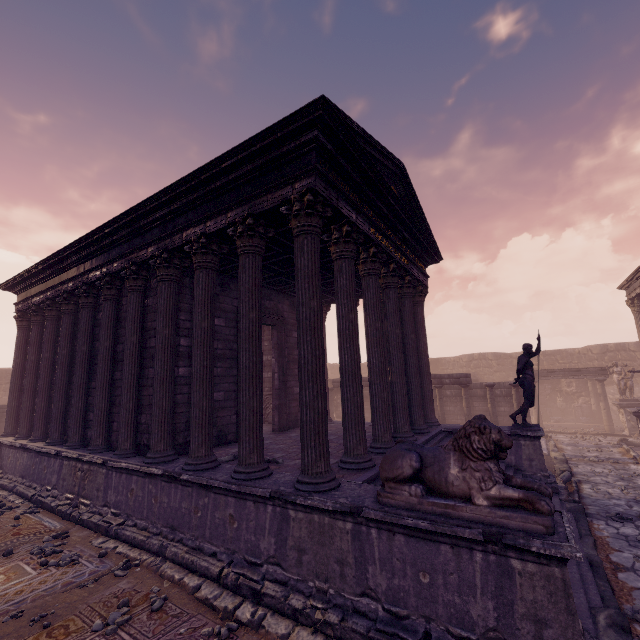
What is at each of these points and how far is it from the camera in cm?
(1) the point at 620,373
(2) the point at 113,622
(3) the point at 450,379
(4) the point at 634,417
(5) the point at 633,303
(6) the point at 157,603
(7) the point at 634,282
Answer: (1) sculpture, 1762
(2) stone, 446
(3) entablature, 1581
(4) relief sculpture, 1694
(5) column, 1767
(6) stone, 480
(7) entablature, 1681

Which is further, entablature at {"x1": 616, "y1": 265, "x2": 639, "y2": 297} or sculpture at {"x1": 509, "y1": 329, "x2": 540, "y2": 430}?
entablature at {"x1": 616, "y1": 265, "x2": 639, "y2": 297}

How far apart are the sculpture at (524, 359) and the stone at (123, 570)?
9.7 meters

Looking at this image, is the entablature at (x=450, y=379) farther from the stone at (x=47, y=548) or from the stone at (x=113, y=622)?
the stone at (x=113, y=622)

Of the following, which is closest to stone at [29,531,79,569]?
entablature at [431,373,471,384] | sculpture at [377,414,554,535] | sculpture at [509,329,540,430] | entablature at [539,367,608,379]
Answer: sculpture at [377,414,554,535]

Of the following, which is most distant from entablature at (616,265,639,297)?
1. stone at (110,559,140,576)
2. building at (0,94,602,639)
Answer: stone at (110,559,140,576)

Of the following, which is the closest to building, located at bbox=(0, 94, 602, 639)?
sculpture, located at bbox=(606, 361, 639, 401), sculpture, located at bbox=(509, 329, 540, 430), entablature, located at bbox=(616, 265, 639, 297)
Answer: sculpture, located at bbox=(509, 329, 540, 430)

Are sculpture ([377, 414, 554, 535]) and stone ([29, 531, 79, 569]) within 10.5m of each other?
yes
